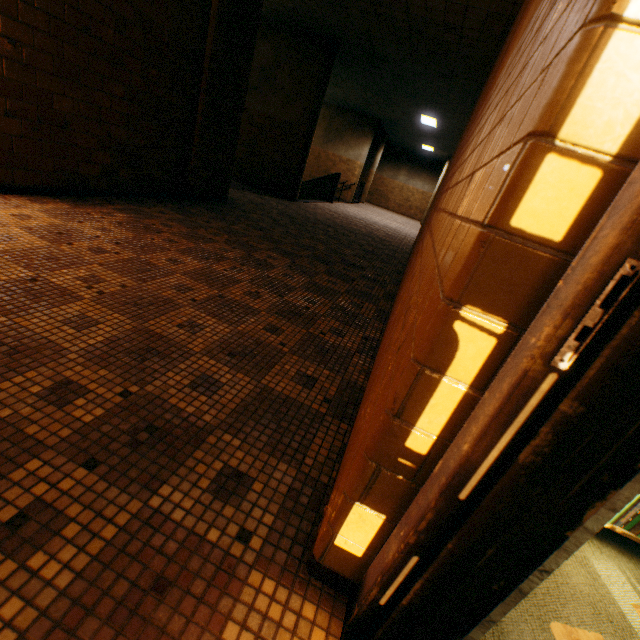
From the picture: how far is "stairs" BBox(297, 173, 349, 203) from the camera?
13.01m

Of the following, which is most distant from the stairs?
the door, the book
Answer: the door

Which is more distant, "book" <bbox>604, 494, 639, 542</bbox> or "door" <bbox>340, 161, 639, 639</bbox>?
"book" <bbox>604, 494, 639, 542</bbox>

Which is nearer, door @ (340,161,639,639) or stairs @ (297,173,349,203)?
door @ (340,161,639,639)

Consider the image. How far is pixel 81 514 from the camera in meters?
1.0 m

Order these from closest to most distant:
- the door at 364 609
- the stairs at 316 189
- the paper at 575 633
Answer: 1. the door at 364 609
2. the paper at 575 633
3. the stairs at 316 189

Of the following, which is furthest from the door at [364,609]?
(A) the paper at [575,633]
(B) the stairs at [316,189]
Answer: (B) the stairs at [316,189]

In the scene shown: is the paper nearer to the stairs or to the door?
the door
